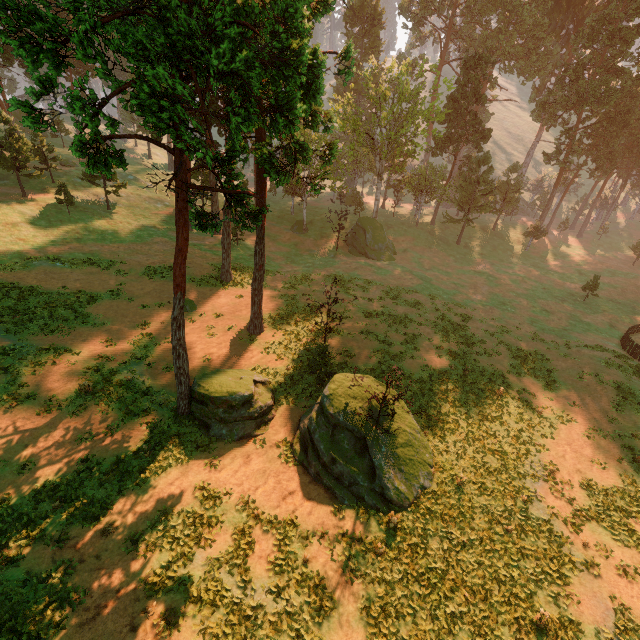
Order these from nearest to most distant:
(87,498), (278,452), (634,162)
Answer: (87,498), (278,452), (634,162)

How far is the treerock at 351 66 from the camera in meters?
10.7

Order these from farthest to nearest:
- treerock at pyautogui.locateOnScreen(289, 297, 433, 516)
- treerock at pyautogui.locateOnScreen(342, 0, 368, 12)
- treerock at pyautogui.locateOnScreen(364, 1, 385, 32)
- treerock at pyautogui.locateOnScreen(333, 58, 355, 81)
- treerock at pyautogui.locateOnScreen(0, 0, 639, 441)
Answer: treerock at pyautogui.locateOnScreen(364, 1, 385, 32) < treerock at pyautogui.locateOnScreen(289, 297, 433, 516) < treerock at pyautogui.locateOnScreen(342, 0, 368, 12) < treerock at pyautogui.locateOnScreen(333, 58, 355, 81) < treerock at pyautogui.locateOnScreen(0, 0, 639, 441)

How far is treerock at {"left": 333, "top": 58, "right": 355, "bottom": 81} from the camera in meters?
10.7

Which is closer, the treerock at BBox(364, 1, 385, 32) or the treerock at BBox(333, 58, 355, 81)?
the treerock at BBox(333, 58, 355, 81)
